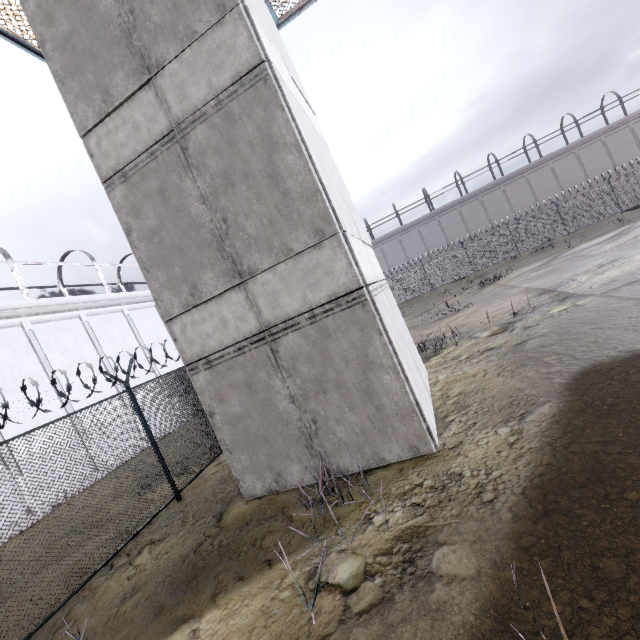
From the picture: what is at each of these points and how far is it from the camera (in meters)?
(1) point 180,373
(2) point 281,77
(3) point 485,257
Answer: (1) fence, 9.02
(2) building, 5.65
(3) fence, 29.95

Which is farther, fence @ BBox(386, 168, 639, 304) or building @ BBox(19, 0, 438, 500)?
fence @ BBox(386, 168, 639, 304)

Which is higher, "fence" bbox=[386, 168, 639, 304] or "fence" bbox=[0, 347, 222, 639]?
"fence" bbox=[0, 347, 222, 639]

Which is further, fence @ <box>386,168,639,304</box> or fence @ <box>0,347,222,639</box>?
fence @ <box>386,168,639,304</box>

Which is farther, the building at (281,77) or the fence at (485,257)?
the fence at (485,257)

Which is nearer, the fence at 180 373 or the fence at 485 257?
the fence at 180 373
